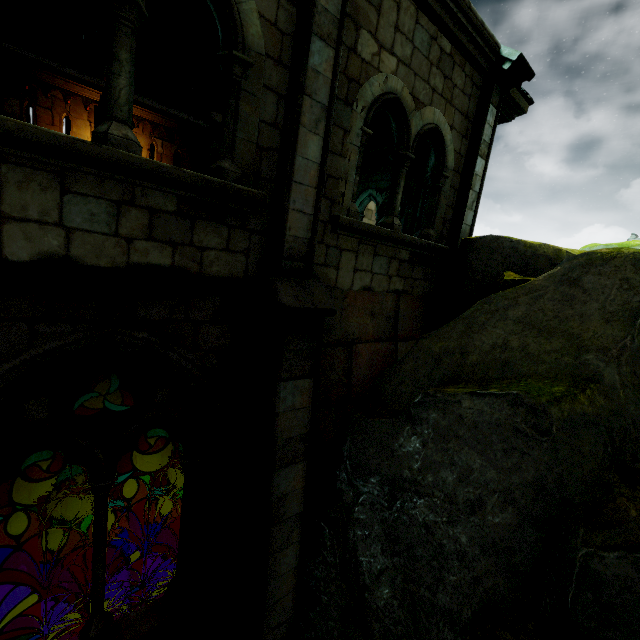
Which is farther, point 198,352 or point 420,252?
point 420,252

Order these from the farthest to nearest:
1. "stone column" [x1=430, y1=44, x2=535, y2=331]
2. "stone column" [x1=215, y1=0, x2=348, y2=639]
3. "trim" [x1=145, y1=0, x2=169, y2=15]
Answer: "trim" [x1=145, y1=0, x2=169, y2=15] → "stone column" [x1=430, y1=44, x2=535, y2=331] → "stone column" [x1=215, y1=0, x2=348, y2=639]

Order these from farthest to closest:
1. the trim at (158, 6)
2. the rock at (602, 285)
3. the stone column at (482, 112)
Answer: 1. the trim at (158, 6)
2. the stone column at (482, 112)
3. the rock at (602, 285)

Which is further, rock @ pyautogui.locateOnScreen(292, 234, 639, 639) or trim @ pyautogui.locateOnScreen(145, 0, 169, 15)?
trim @ pyautogui.locateOnScreen(145, 0, 169, 15)

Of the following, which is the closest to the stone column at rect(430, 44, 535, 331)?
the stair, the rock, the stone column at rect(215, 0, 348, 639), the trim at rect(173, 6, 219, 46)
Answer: the rock

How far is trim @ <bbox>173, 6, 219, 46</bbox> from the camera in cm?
808

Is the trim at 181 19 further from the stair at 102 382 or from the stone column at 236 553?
the stair at 102 382

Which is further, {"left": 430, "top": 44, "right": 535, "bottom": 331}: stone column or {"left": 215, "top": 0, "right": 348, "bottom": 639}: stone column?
{"left": 430, "top": 44, "right": 535, "bottom": 331}: stone column
